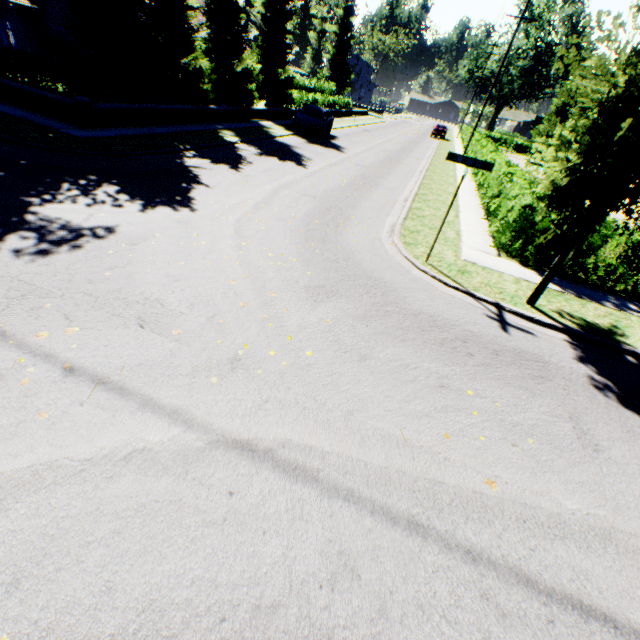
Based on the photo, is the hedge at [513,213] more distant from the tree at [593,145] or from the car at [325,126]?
the car at [325,126]

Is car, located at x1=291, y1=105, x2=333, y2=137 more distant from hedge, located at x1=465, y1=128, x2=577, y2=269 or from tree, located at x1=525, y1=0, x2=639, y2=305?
hedge, located at x1=465, y1=128, x2=577, y2=269

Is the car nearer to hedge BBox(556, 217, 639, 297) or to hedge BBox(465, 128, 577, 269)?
hedge BBox(465, 128, 577, 269)

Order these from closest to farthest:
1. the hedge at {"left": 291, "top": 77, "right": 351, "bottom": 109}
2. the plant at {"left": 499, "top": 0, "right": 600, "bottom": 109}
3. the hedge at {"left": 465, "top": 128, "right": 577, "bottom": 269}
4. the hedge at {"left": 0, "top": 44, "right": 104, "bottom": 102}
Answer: the hedge at {"left": 465, "top": 128, "right": 577, "bottom": 269} → the hedge at {"left": 0, "top": 44, "right": 104, "bottom": 102} → the hedge at {"left": 291, "top": 77, "right": 351, "bottom": 109} → the plant at {"left": 499, "top": 0, "right": 600, "bottom": 109}

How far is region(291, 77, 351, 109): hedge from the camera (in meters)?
30.29

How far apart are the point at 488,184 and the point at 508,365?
12.2 meters

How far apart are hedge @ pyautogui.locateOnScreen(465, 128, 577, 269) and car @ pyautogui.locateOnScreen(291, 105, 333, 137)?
10.79m

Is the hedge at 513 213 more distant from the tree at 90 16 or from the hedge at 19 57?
the hedge at 19 57
